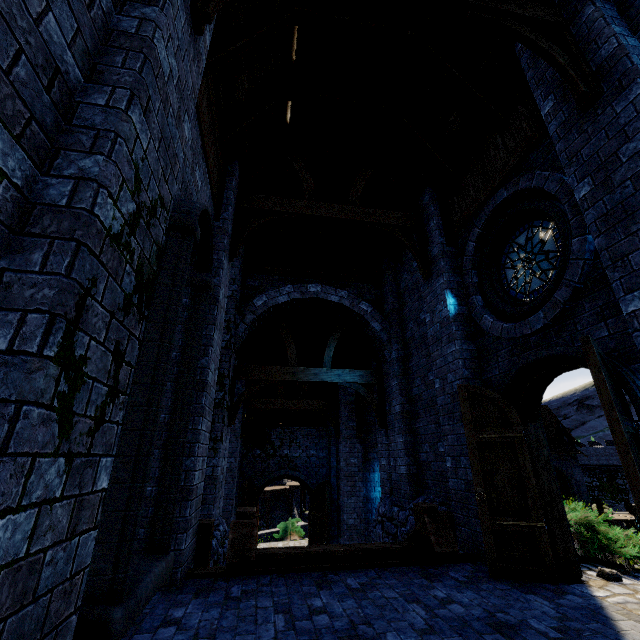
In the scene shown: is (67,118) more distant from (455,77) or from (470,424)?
(455,77)

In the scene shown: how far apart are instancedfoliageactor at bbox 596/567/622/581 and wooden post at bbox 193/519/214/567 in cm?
569

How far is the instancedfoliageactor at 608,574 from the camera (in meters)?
4.34

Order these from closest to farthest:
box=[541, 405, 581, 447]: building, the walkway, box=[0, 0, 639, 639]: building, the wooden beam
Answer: box=[0, 0, 639, 639]: building
the wooden beam
the walkway
box=[541, 405, 581, 447]: building

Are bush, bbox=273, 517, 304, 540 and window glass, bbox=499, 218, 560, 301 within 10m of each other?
no

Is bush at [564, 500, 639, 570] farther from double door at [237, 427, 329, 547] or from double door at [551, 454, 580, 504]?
double door at [551, 454, 580, 504]

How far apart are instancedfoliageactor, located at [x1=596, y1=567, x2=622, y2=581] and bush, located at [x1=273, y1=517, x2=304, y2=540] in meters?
20.1

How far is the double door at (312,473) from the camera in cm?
1473
